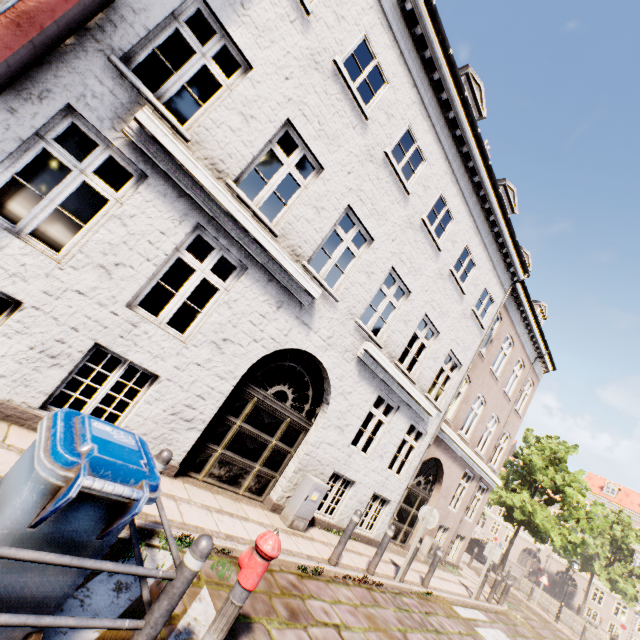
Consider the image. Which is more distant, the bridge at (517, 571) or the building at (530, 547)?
the building at (530, 547)

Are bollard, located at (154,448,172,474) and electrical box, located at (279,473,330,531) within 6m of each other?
yes

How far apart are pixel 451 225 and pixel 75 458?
9.7 meters

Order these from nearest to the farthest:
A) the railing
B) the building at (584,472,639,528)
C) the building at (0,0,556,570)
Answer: the railing
the building at (0,0,556,570)
the building at (584,472,639,528)

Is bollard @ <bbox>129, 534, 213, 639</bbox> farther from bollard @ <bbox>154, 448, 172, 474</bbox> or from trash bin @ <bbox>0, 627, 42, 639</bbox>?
bollard @ <bbox>154, 448, 172, 474</bbox>

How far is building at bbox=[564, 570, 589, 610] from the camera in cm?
3891

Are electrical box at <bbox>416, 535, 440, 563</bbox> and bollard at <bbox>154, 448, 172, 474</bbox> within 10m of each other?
no

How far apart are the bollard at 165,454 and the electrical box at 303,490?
4.15m
